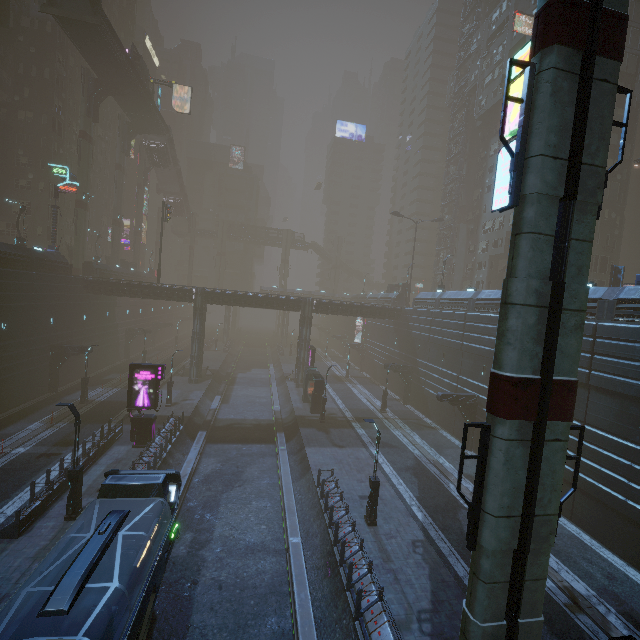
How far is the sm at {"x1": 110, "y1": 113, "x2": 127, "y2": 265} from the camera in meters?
52.3

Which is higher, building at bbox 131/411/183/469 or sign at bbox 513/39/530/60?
sign at bbox 513/39/530/60

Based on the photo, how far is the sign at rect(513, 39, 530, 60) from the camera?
9.1 meters

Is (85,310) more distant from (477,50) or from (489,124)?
(477,50)

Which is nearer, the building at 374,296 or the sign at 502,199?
A: the sign at 502,199

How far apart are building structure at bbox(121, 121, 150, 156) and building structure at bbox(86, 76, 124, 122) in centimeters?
991cm

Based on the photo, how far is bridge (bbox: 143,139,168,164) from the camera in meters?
57.3

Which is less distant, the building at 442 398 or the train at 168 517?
the train at 168 517
